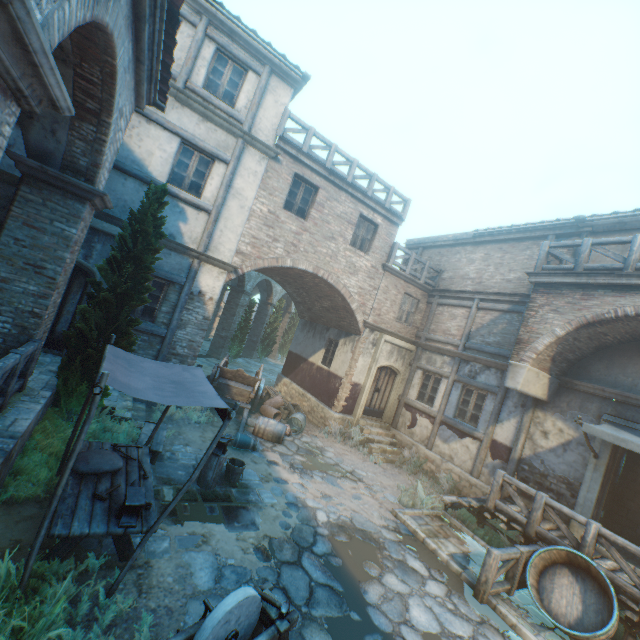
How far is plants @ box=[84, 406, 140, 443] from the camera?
6.7m

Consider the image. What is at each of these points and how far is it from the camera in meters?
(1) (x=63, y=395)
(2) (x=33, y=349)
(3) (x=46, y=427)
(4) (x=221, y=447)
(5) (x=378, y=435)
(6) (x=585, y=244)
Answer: (1) tree, 6.5 m
(2) fence, 5.6 m
(3) plants, 6.0 m
(4) anvil, 6.7 m
(5) stairs, 13.5 m
(6) fence, 8.4 m

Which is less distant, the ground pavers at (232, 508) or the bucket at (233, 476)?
the ground pavers at (232, 508)

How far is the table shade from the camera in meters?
3.5 m

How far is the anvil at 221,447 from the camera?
6.6m

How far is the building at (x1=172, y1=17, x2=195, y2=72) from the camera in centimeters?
895cm

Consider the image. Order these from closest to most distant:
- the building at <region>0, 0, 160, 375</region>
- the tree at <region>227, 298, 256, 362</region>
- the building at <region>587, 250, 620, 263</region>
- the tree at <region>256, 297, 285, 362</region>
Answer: the building at <region>0, 0, 160, 375</region>
the building at <region>587, 250, 620, 263</region>
the tree at <region>227, 298, 256, 362</region>
the tree at <region>256, 297, 285, 362</region>

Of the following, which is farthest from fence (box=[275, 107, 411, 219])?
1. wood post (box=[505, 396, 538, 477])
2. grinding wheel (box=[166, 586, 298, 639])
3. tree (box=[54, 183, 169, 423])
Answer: grinding wheel (box=[166, 586, 298, 639])
